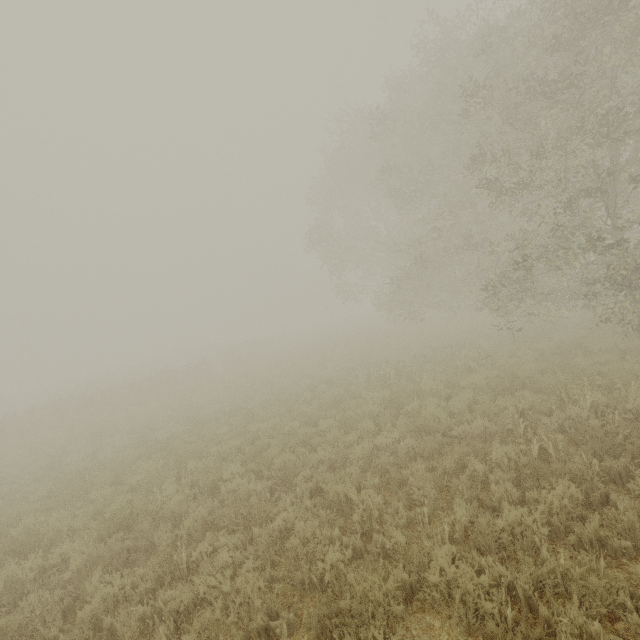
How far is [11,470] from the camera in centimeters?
1198cm
